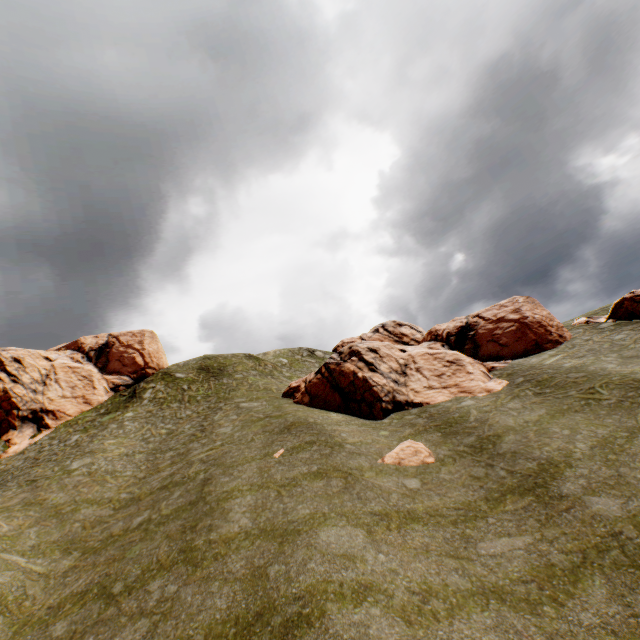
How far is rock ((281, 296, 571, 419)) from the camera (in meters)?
23.77

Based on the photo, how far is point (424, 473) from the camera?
14.85m

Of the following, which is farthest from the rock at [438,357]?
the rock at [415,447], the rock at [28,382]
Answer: the rock at [28,382]

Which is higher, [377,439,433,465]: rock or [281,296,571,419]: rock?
[281,296,571,419]: rock

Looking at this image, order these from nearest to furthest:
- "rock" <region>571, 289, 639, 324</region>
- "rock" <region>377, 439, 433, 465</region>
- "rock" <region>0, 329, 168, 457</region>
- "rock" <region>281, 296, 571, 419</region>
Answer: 1. "rock" <region>377, 439, 433, 465</region>
2. "rock" <region>281, 296, 571, 419</region>
3. "rock" <region>571, 289, 639, 324</region>
4. "rock" <region>0, 329, 168, 457</region>

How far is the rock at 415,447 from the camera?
15.95m

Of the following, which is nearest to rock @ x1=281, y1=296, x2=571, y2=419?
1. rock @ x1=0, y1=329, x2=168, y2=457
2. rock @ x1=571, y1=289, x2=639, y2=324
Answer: rock @ x1=571, y1=289, x2=639, y2=324

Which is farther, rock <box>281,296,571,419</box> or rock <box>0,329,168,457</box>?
rock <box>0,329,168,457</box>
